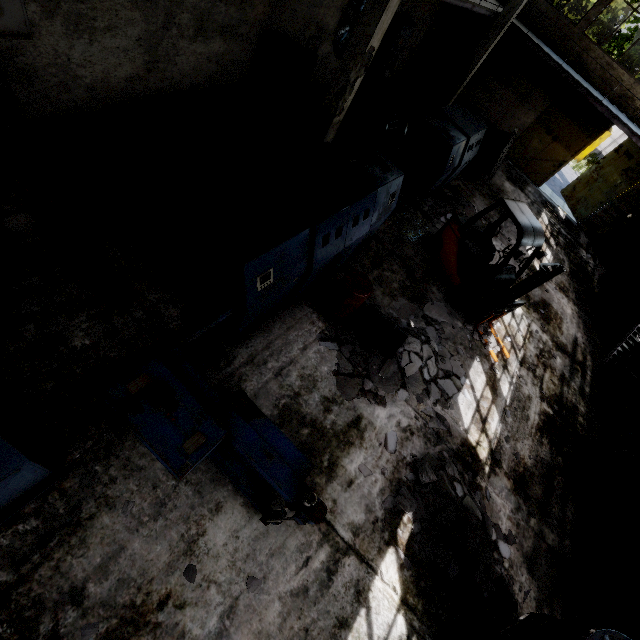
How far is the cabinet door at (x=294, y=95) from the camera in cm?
871

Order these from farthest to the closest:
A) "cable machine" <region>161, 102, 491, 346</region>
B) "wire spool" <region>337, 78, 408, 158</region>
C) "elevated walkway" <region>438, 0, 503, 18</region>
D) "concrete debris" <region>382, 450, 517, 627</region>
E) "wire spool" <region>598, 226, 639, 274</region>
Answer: "wire spool" <region>598, 226, 639, 274</region>, "elevated walkway" <region>438, 0, 503, 18</region>, "wire spool" <region>337, 78, 408, 158</region>, "concrete debris" <region>382, 450, 517, 627</region>, "cable machine" <region>161, 102, 491, 346</region>

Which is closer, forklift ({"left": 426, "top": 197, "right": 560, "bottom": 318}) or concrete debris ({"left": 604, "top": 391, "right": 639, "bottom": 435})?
forklift ({"left": 426, "top": 197, "right": 560, "bottom": 318})

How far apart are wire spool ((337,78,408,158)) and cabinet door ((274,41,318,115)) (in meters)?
1.11

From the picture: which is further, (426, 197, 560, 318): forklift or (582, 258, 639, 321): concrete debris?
(582, 258, 639, 321): concrete debris

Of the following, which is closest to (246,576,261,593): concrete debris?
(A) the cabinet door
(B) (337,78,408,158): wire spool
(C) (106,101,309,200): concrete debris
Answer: (C) (106,101,309,200): concrete debris

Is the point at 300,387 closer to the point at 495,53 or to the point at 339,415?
the point at 339,415

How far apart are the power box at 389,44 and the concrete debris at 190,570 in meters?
16.2 m
